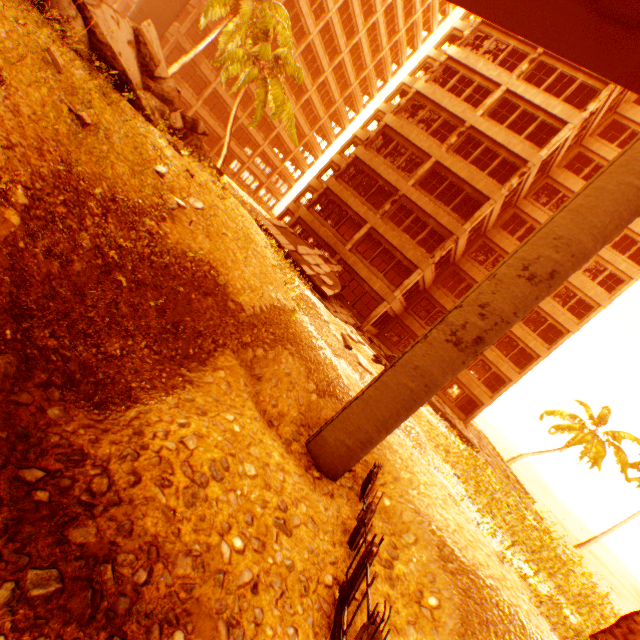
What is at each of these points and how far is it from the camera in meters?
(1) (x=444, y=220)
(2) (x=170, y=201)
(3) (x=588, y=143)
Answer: (1) wall corner piece, 20.8
(2) rubble, 7.4
(3) wall corner piece, 23.1

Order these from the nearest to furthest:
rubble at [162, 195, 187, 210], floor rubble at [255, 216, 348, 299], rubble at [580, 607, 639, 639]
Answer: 1. rubble at [162, 195, 187, 210]
2. rubble at [580, 607, 639, 639]
3. floor rubble at [255, 216, 348, 299]

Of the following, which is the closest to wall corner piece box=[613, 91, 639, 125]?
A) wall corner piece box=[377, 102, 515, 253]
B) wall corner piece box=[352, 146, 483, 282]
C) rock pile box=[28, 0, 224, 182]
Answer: wall corner piece box=[377, 102, 515, 253]

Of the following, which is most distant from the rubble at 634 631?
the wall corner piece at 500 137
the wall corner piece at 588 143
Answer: the wall corner piece at 500 137

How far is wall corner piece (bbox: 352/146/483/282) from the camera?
20.7 meters

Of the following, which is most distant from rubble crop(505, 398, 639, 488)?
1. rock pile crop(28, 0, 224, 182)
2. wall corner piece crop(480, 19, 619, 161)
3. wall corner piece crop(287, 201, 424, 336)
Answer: wall corner piece crop(480, 19, 619, 161)

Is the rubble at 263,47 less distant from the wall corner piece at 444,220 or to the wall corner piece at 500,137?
the wall corner piece at 444,220

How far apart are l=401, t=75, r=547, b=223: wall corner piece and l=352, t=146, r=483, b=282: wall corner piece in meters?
5.0
